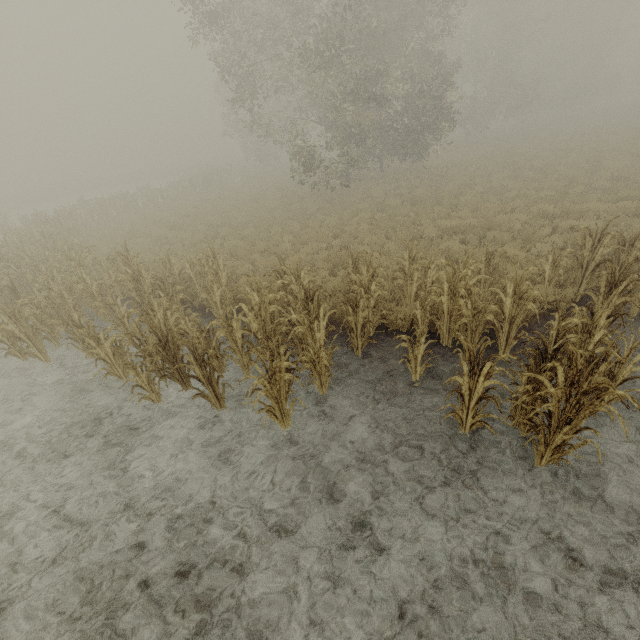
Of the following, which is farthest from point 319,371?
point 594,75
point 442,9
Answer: point 594,75
